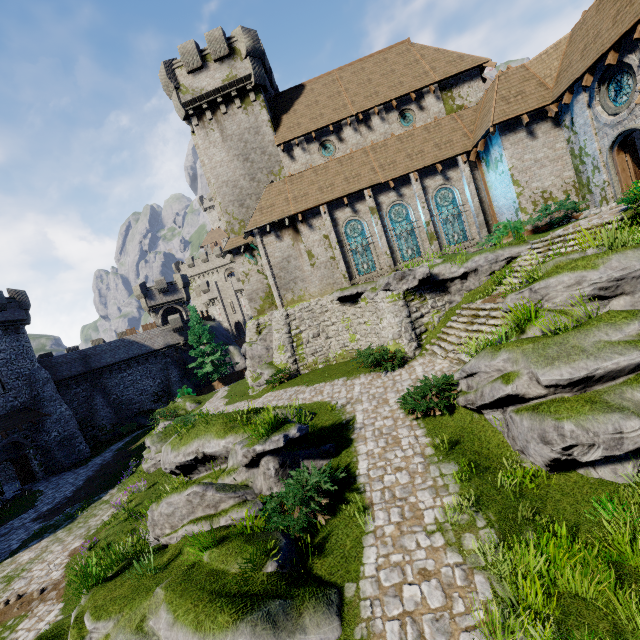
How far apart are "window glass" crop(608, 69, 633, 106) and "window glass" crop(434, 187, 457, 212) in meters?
7.7 m

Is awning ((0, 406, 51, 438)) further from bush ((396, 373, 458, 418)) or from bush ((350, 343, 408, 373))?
bush ((396, 373, 458, 418))

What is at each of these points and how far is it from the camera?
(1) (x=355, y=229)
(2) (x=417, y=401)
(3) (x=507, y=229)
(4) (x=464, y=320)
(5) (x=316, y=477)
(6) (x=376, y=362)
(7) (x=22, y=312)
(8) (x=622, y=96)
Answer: (1) window glass, 21.2m
(2) bush, 10.3m
(3) bush, 17.7m
(4) stairs, 14.0m
(5) bush, 7.4m
(6) bush, 15.7m
(7) building, 30.4m
(8) window glass, 13.2m

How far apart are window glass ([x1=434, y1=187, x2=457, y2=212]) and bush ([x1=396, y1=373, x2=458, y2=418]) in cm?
1245

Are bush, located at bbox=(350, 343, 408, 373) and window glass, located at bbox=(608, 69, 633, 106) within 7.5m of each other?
no

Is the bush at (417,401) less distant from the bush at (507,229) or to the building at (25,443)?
the bush at (507,229)

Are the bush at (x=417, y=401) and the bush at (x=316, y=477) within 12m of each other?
yes

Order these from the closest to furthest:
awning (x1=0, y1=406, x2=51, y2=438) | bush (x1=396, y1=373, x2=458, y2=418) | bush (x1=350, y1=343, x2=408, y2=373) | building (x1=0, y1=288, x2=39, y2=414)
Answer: bush (x1=396, y1=373, x2=458, y2=418) < bush (x1=350, y1=343, x2=408, y2=373) < awning (x1=0, y1=406, x2=51, y2=438) < building (x1=0, y1=288, x2=39, y2=414)
